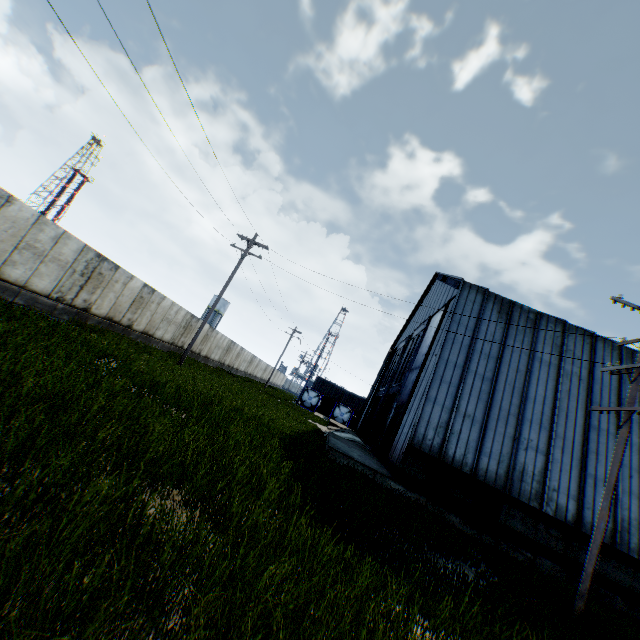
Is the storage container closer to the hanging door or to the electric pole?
the hanging door

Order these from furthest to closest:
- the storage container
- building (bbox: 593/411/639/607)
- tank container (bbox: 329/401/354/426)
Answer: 1. the storage container
2. tank container (bbox: 329/401/354/426)
3. building (bbox: 593/411/639/607)

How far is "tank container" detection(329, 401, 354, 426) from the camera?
46.22m

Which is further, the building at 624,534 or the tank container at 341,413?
the tank container at 341,413

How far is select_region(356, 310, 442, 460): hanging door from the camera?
20.5m

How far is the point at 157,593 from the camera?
2.51m

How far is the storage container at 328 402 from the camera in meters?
56.3

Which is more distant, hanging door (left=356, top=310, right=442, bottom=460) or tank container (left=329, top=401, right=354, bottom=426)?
tank container (left=329, top=401, right=354, bottom=426)
